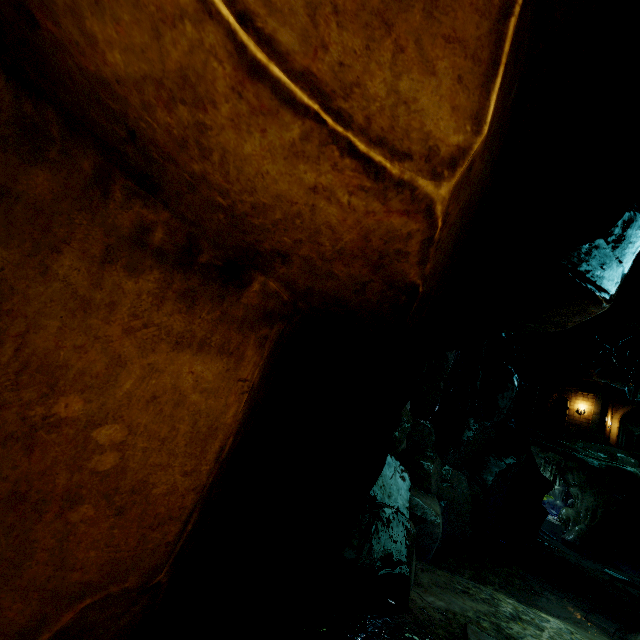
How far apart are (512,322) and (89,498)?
6.2m

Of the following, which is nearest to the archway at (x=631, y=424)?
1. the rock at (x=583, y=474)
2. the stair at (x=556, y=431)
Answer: the rock at (x=583, y=474)

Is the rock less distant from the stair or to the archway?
the stair

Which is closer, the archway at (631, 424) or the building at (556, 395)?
the building at (556, 395)

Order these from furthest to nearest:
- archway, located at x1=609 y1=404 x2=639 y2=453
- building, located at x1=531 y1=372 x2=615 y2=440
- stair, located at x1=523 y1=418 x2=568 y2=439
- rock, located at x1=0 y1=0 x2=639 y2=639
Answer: archway, located at x1=609 y1=404 x2=639 y2=453 → building, located at x1=531 y1=372 x2=615 y2=440 → stair, located at x1=523 y1=418 x2=568 y2=439 → rock, located at x1=0 y1=0 x2=639 y2=639

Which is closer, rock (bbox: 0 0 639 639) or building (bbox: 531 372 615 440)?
rock (bbox: 0 0 639 639)

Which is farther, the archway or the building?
the archway

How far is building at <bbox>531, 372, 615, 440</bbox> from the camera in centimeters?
3325cm
